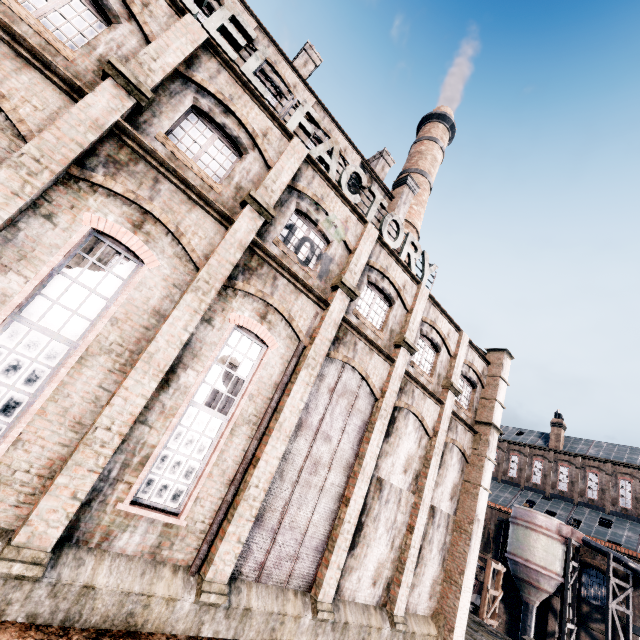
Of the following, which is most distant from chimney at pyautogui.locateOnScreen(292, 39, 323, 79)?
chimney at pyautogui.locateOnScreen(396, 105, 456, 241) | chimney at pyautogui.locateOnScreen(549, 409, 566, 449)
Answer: chimney at pyautogui.locateOnScreen(549, 409, 566, 449)

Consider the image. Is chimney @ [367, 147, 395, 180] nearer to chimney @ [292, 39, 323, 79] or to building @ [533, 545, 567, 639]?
building @ [533, 545, 567, 639]

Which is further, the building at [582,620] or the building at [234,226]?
the building at [582,620]

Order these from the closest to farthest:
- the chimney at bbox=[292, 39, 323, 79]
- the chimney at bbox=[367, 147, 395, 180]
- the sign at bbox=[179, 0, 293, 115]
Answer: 1. the sign at bbox=[179, 0, 293, 115]
2. the chimney at bbox=[292, 39, 323, 79]
3. the chimney at bbox=[367, 147, 395, 180]

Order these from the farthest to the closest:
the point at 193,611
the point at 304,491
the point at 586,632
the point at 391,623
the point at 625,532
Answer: the point at 625,532 → the point at 586,632 → the point at 391,623 → the point at 304,491 → the point at 193,611

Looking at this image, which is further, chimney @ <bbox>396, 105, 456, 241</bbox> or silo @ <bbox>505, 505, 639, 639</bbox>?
chimney @ <bbox>396, 105, 456, 241</bbox>

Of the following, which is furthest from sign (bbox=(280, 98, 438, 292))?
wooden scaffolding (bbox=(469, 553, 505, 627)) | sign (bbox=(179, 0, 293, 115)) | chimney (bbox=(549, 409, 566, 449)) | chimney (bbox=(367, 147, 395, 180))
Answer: chimney (bbox=(549, 409, 566, 449))

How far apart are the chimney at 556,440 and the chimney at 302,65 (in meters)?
52.74
